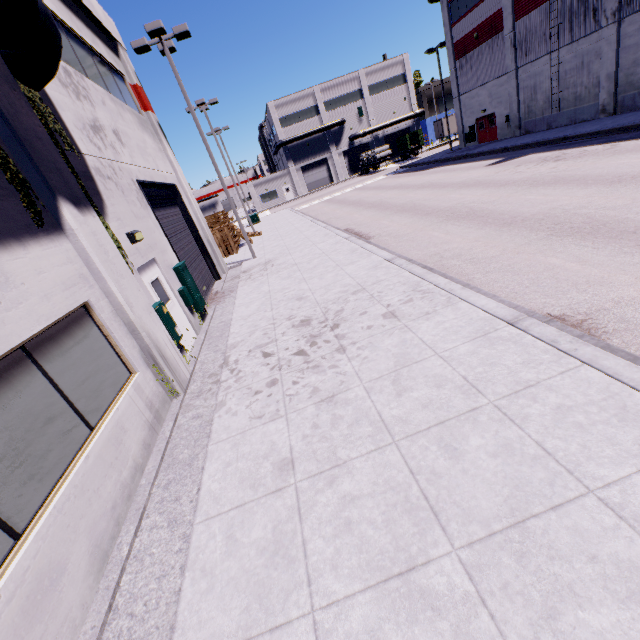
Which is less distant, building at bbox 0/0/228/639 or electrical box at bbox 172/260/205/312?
building at bbox 0/0/228/639

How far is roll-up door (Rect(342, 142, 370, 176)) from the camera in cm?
5744

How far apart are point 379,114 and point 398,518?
65.7m

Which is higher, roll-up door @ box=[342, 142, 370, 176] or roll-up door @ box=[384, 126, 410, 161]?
roll-up door @ box=[384, 126, 410, 161]

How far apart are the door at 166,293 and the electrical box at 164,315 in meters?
0.1

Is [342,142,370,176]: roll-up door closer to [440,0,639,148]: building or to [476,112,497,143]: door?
[440,0,639,148]: building

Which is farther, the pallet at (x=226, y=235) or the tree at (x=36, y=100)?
the pallet at (x=226, y=235)

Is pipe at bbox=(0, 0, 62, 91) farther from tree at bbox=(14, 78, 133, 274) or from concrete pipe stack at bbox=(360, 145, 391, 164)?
concrete pipe stack at bbox=(360, 145, 391, 164)
